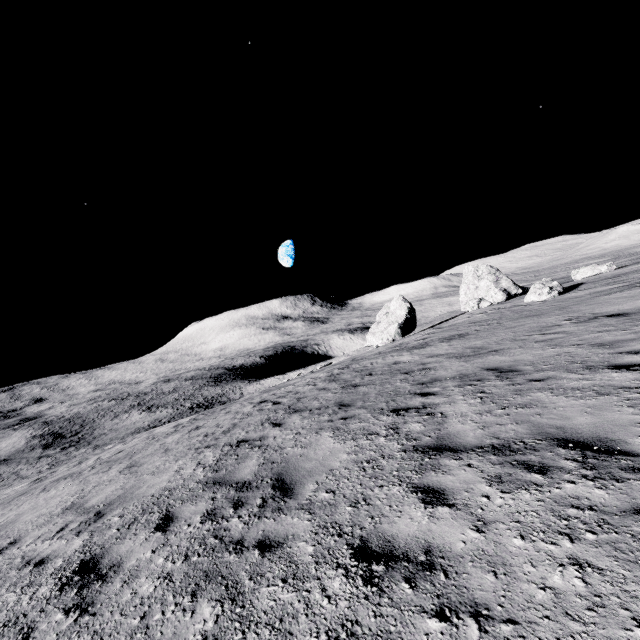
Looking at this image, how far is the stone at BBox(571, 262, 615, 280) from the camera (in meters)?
30.61

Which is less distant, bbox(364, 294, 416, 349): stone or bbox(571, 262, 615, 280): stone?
bbox(571, 262, 615, 280): stone

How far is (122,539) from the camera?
4.92m

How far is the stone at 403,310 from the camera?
38.47m

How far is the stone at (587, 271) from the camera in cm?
3061

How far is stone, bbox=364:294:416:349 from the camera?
38.5 meters
